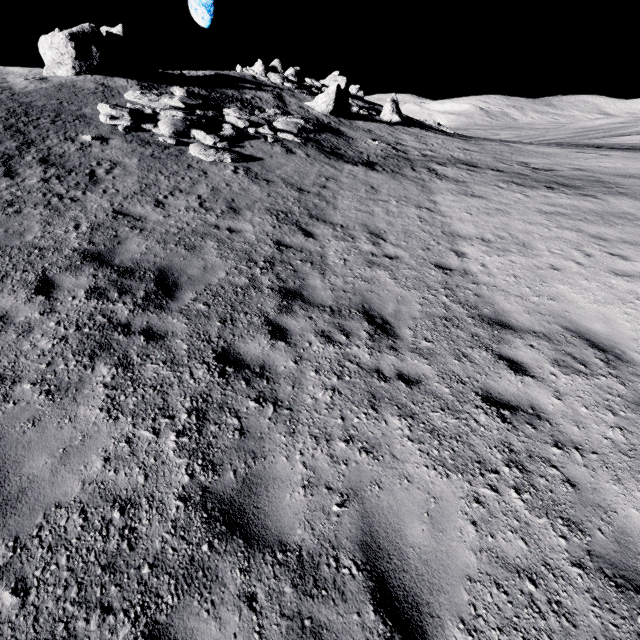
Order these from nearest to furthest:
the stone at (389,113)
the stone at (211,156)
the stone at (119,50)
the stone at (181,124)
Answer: the stone at (211,156)
the stone at (181,124)
the stone at (119,50)
the stone at (389,113)

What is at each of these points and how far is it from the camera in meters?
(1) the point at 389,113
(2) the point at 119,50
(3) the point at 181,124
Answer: (1) stone, 29.9
(2) stone, 18.5
(3) stone, 13.7

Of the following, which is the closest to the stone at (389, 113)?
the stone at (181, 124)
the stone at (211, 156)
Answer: the stone at (181, 124)

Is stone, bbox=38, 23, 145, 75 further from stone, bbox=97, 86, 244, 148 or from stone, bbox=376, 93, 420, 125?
stone, bbox=376, 93, 420, 125

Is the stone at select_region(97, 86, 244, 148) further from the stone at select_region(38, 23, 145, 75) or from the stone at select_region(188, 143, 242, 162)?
the stone at select_region(38, 23, 145, 75)

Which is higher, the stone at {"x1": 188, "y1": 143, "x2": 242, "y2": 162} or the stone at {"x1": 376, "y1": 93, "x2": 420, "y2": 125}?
the stone at {"x1": 376, "y1": 93, "x2": 420, "y2": 125}

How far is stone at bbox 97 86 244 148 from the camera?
13.1 meters

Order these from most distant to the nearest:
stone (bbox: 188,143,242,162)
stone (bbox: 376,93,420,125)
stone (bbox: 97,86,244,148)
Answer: stone (bbox: 376,93,420,125) < stone (bbox: 97,86,244,148) < stone (bbox: 188,143,242,162)
